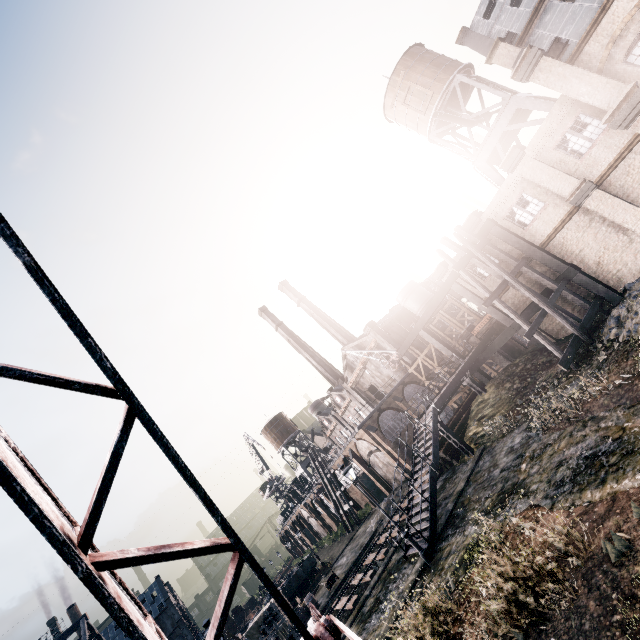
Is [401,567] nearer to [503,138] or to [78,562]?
[78,562]

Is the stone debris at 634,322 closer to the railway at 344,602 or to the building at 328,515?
the railway at 344,602

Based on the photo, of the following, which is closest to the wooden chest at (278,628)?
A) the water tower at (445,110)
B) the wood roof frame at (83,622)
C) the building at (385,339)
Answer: the building at (385,339)

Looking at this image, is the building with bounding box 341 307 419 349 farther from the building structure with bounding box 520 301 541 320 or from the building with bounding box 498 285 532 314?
the building with bounding box 498 285 532 314

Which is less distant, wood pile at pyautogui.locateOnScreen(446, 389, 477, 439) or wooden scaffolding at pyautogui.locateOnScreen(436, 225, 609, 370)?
wooden scaffolding at pyautogui.locateOnScreen(436, 225, 609, 370)

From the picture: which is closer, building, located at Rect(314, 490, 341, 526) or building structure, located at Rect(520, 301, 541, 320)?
building structure, located at Rect(520, 301, 541, 320)

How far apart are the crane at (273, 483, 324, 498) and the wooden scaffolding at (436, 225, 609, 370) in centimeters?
4538cm

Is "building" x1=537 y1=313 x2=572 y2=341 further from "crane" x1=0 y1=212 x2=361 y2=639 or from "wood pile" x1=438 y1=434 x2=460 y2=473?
"crane" x1=0 y1=212 x2=361 y2=639
